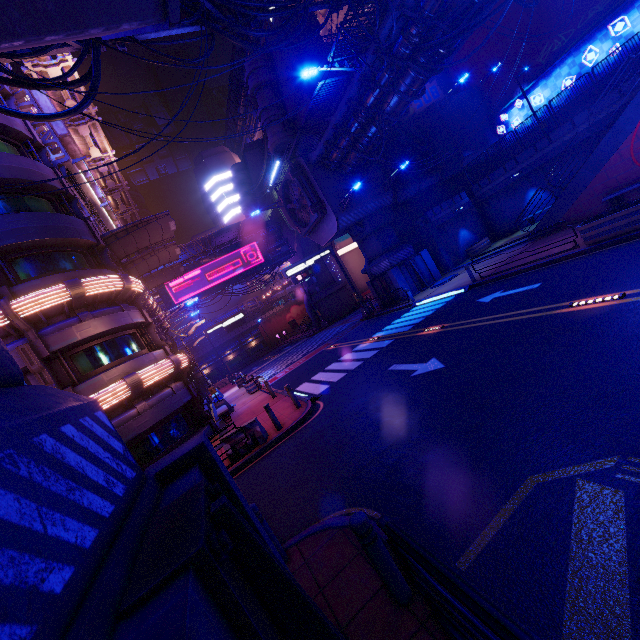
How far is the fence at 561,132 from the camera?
20.3m

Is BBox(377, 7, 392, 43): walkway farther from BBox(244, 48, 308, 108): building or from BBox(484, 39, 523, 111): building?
BBox(244, 48, 308, 108): building

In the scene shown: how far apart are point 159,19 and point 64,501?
5.28m

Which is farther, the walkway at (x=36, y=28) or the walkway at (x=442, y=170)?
the walkway at (x=442, y=170)

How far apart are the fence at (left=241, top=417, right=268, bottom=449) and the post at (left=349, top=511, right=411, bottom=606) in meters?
8.2 m

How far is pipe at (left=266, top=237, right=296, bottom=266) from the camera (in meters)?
43.09

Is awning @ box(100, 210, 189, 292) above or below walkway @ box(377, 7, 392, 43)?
above

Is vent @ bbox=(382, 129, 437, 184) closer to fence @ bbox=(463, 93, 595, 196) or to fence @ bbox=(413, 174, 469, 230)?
fence @ bbox=(413, 174, 469, 230)
